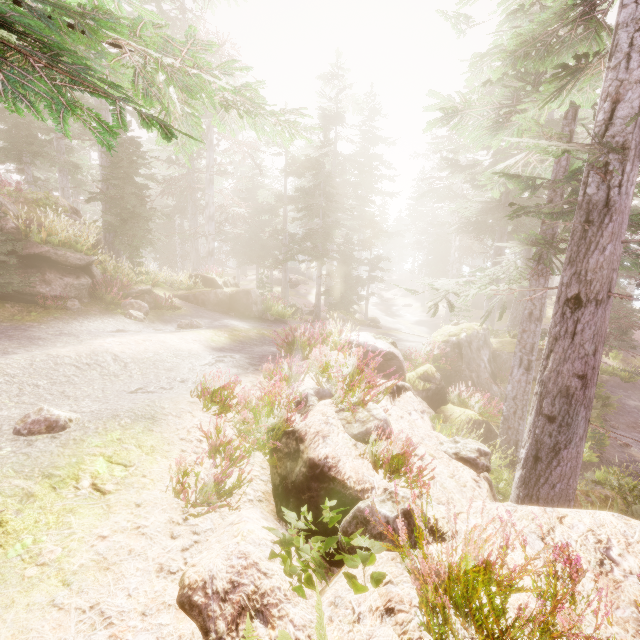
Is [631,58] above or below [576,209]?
above

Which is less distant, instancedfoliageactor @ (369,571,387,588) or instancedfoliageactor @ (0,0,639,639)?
instancedfoliageactor @ (0,0,639,639)

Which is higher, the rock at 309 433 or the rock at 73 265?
the rock at 73 265

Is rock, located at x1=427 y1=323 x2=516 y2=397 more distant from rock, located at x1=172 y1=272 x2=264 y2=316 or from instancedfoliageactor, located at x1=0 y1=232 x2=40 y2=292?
rock, located at x1=172 y1=272 x2=264 y2=316

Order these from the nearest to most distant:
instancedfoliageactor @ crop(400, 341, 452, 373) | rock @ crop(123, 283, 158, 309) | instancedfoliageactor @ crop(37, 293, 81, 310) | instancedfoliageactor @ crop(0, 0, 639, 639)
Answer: instancedfoliageactor @ crop(0, 0, 639, 639) < instancedfoliageactor @ crop(37, 293, 81, 310) < rock @ crop(123, 283, 158, 309) < instancedfoliageactor @ crop(400, 341, 452, 373)

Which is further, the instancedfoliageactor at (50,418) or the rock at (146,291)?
the rock at (146,291)
